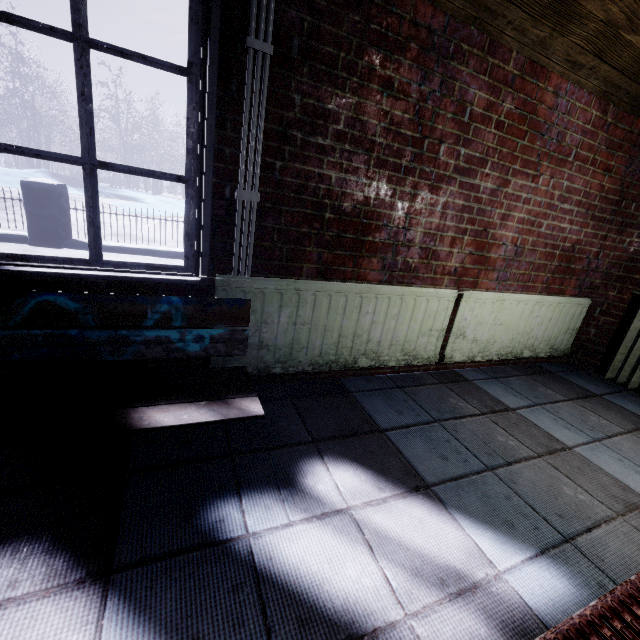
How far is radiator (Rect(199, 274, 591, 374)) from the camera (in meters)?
1.70

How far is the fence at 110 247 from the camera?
5.11m

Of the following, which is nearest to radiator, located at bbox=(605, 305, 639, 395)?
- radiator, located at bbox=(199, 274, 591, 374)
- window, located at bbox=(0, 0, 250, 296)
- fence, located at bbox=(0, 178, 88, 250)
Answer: radiator, located at bbox=(199, 274, 591, 374)

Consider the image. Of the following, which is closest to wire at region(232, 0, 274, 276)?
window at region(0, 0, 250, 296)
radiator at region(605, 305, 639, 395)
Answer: window at region(0, 0, 250, 296)

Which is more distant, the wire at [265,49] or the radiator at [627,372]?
the radiator at [627,372]

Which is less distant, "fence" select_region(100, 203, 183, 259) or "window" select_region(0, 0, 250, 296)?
"window" select_region(0, 0, 250, 296)

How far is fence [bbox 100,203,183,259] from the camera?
5.11m

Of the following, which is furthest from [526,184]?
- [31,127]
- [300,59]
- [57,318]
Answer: [31,127]
